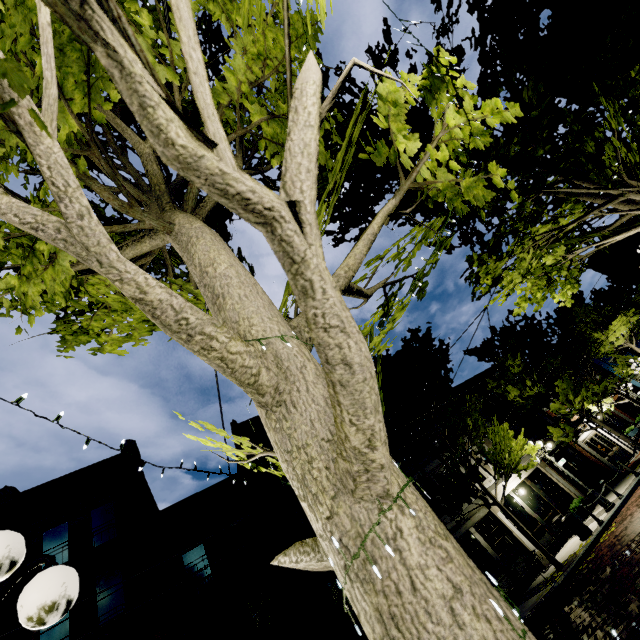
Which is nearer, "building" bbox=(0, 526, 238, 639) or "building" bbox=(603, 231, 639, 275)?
"building" bbox=(0, 526, 238, 639)

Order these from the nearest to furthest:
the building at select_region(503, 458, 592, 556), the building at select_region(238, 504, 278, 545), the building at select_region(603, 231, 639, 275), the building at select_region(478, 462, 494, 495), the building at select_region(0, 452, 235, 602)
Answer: the building at select_region(0, 452, 235, 602), the building at select_region(238, 504, 278, 545), the building at select_region(503, 458, 592, 556), the building at select_region(478, 462, 494, 495), the building at select_region(603, 231, 639, 275)

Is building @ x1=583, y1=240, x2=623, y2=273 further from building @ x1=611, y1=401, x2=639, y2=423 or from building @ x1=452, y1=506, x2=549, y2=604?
building @ x1=452, y1=506, x2=549, y2=604

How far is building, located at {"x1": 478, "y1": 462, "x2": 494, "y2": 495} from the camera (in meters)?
17.72

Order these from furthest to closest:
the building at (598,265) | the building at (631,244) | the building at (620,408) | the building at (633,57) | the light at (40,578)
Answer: the building at (620,408)
the building at (598,265)
the building at (631,244)
the building at (633,57)
the light at (40,578)

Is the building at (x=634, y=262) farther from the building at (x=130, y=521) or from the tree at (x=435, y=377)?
the building at (x=130, y=521)

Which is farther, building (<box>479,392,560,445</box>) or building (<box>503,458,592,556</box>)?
building (<box>479,392,560,445</box>)

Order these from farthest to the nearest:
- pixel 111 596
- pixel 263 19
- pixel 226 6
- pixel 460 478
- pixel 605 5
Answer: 1. pixel 460 478
2. pixel 111 596
3. pixel 605 5
4. pixel 263 19
5. pixel 226 6
